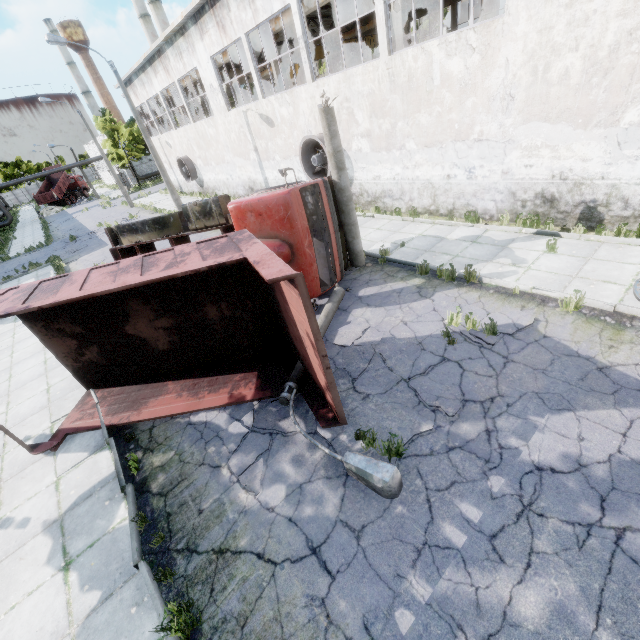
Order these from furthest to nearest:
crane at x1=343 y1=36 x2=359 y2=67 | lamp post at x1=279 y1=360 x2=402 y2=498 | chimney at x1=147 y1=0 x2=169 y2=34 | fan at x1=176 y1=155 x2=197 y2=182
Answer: chimney at x1=147 y1=0 x2=169 y2=34, fan at x1=176 y1=155 x2=197 y2=182, crane at x1=343 y1=36 x2=359 y2=67, lamp post at x1=279 y1=360 x2=402 y2=498

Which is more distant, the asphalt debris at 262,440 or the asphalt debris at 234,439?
the asphalt debris at 234,439

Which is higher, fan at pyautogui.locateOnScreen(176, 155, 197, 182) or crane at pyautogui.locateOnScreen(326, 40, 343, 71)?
crane at pyautogui.locateOnScreen(326, 40, 343, 71)

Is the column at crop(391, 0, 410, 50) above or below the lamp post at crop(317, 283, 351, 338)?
above

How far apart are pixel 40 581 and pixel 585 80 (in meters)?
14.64

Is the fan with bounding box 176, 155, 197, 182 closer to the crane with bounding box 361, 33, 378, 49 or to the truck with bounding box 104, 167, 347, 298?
the crane with bounding box 361, 33, 378, 49

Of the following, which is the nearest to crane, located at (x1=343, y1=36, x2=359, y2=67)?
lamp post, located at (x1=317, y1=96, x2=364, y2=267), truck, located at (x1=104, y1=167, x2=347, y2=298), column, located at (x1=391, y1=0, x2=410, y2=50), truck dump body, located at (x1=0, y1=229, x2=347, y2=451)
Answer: column, located at (x1=391, y1=0, x2=410, y2=50)

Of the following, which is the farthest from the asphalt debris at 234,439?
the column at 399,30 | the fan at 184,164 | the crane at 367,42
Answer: the fan at 184,164
